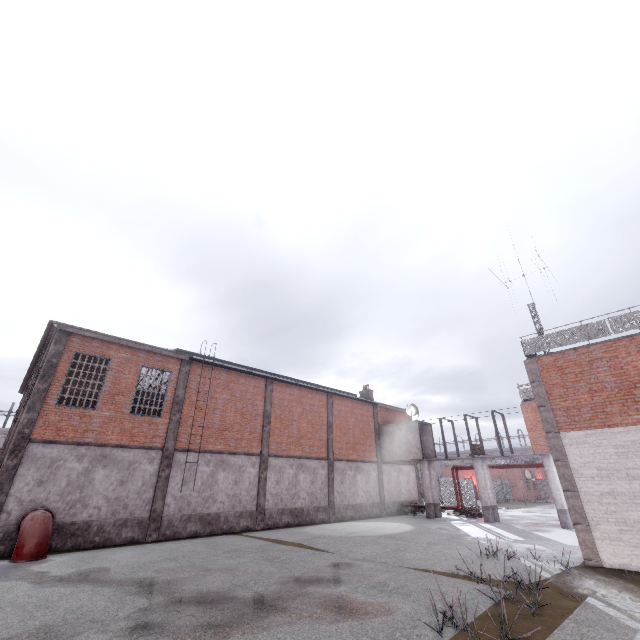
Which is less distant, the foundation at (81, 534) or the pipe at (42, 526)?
the pipe at (42, 526)

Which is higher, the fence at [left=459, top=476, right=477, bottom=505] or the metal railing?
the metal railing

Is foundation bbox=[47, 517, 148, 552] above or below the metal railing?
below

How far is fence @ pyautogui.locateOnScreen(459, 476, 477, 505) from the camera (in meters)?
35.53

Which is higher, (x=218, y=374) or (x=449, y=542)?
(x=218, y=374)

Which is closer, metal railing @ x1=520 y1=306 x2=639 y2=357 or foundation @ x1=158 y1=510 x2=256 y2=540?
metal railing @ x1=520 y1=306 x2=639 y2=357

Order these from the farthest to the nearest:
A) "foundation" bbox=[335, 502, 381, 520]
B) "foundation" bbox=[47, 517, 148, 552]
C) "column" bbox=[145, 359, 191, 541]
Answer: "foundation" bbox=[335, 502, 381, 520], "column" bbox=[145, 359, 191, 541], "foundation" bbox=[47, 517, 148, 552]

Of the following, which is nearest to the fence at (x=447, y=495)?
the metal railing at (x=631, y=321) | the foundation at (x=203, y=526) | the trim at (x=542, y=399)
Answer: the metal railing at (x=631, y=321)
